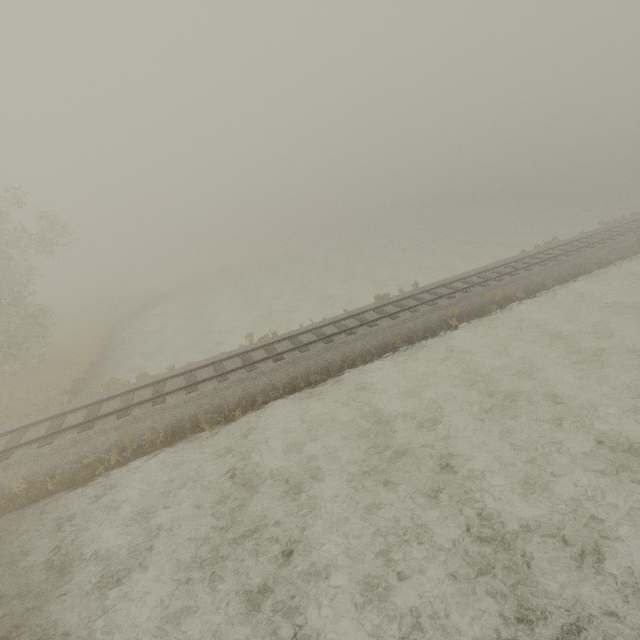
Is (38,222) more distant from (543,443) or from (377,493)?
(543,443)
